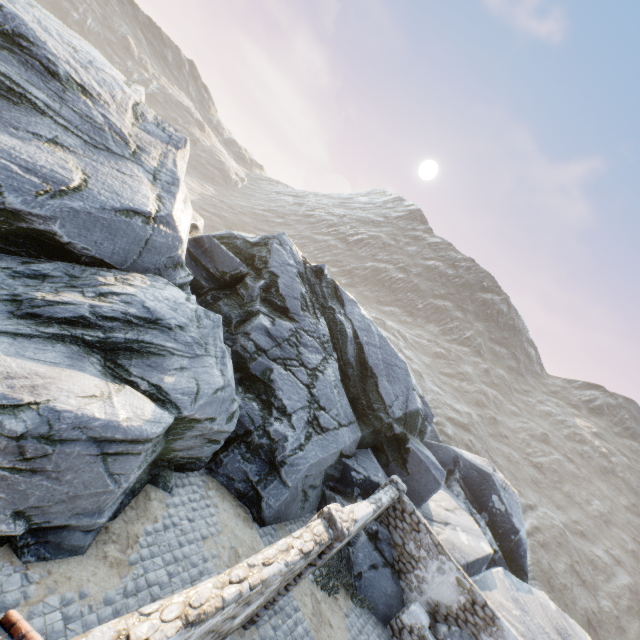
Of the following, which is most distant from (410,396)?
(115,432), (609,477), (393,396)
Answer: (609,477)

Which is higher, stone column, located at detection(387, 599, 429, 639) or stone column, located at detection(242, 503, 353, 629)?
stone column, located at detection(242, 503, 353, 629)

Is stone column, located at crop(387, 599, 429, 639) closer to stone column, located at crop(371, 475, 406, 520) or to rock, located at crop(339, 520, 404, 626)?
rock, located at crop(339, 520, 404, 626)

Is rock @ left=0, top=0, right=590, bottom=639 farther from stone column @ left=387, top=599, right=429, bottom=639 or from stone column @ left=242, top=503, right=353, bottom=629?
stone column @ left=242, top=503, right=353, bottom=629

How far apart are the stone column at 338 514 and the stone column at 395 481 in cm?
535

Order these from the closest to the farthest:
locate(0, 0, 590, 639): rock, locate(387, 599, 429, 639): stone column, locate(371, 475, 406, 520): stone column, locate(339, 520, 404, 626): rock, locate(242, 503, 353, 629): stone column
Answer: locate(0, 0, 590, 639): rock
locate(242, 503, 353, 629): stone column
locate(387, 599, 429, 639): stone column
locate(339, 520, 404, 626): rock
locate(371, 475, 406, 520): stone column

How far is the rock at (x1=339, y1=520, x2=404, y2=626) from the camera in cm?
1079

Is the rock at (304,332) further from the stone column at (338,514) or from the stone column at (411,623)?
the stone column at (338,514)
